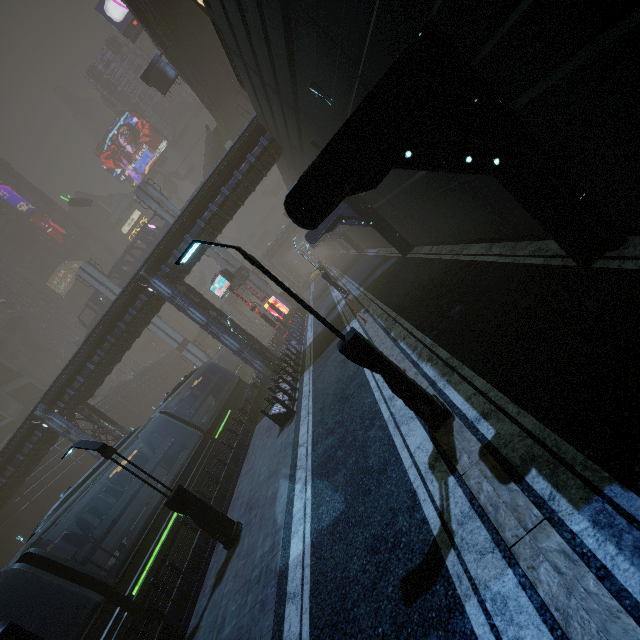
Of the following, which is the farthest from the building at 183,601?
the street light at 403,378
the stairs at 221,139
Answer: the stairs at 221,139

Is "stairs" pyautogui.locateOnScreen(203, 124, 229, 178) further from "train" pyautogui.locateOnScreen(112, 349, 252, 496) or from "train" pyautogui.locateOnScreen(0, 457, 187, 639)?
"train" pyautogui.locateOnScreen(0, 457, 187, 639)

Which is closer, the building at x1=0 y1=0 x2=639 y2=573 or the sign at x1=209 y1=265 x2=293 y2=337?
the building at x1=0 y1=0 x2=639 y2=573

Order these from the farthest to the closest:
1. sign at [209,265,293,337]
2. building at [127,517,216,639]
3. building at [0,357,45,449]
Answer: building at [0,357,45,449], sign at [209,265,293,337], building at [127,517,216,639]

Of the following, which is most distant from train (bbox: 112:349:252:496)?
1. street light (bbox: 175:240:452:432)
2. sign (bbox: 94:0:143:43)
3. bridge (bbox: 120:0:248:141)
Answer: sign (bbox: 94:0:143:43)

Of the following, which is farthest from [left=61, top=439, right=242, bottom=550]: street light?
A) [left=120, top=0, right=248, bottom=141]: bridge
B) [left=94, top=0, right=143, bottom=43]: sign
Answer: [left=94, top=0, right=143, bottom=43]: sign

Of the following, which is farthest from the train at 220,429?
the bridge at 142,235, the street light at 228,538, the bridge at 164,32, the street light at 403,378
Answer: the bridge at 164,32

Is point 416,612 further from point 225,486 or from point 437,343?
point 225,486
